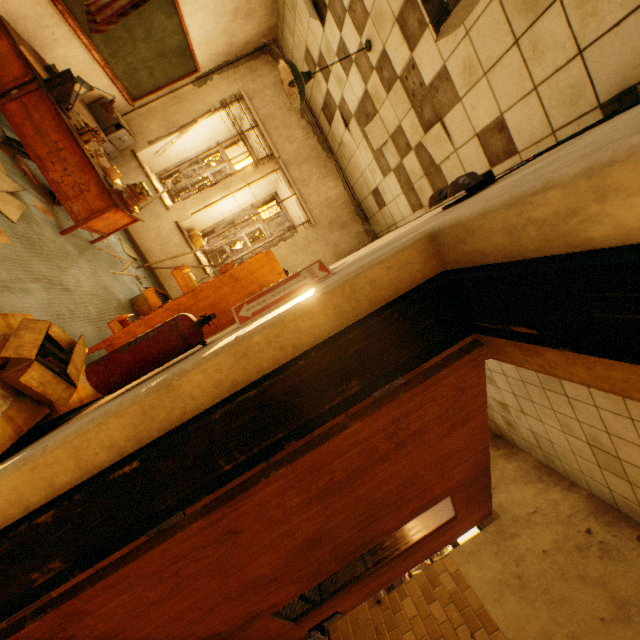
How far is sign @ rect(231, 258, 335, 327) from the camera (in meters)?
1.52

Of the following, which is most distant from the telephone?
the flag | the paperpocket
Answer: the flag

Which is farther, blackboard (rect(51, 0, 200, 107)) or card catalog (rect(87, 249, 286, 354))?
blackboard (rect(51, 0, 200, 107))

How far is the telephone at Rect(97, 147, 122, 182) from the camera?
3.8m

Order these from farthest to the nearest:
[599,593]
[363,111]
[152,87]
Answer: [152,87] < [363,111] < [599,593]

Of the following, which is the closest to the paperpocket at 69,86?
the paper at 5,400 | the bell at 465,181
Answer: the paper at 5,400

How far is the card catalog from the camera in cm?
263

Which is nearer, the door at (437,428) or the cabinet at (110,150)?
the door at (437,428)
